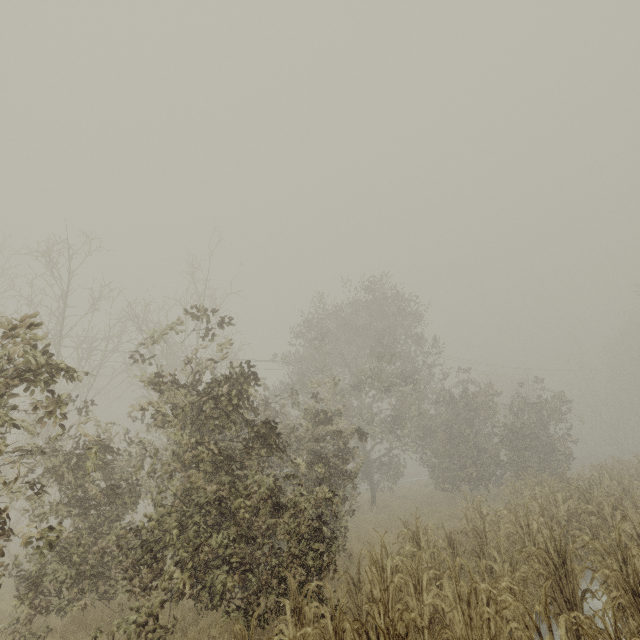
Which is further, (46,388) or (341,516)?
(341,516)
